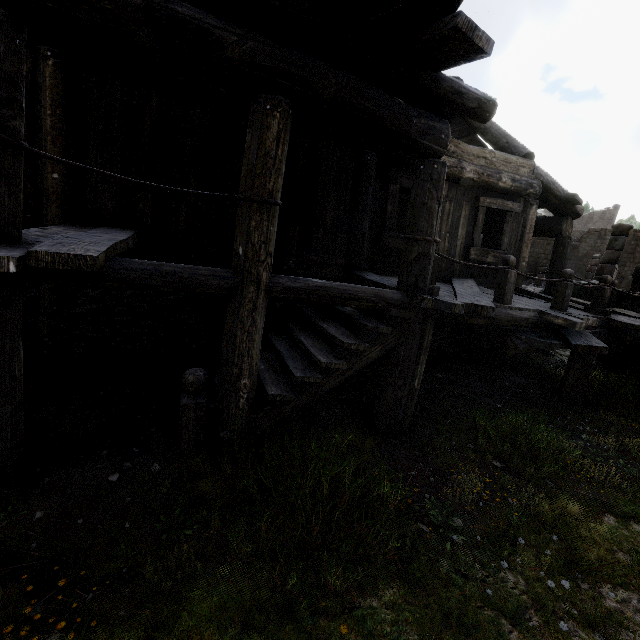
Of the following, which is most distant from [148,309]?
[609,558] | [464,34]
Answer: [609,558]
